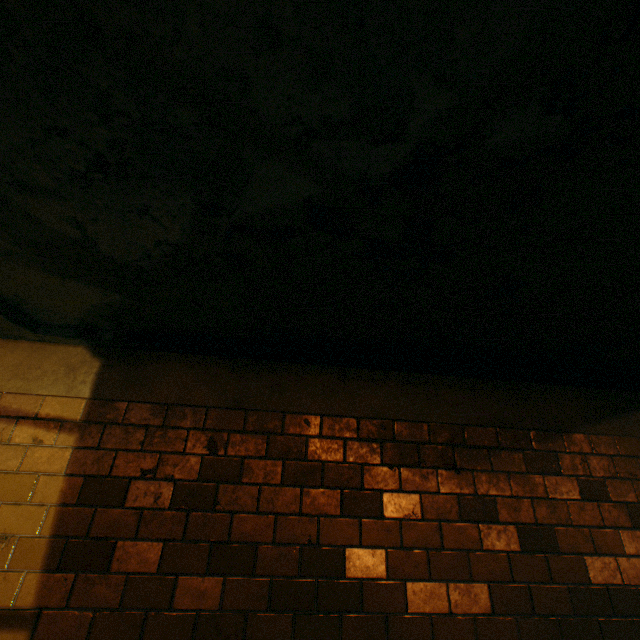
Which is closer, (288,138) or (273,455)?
(288,138)
